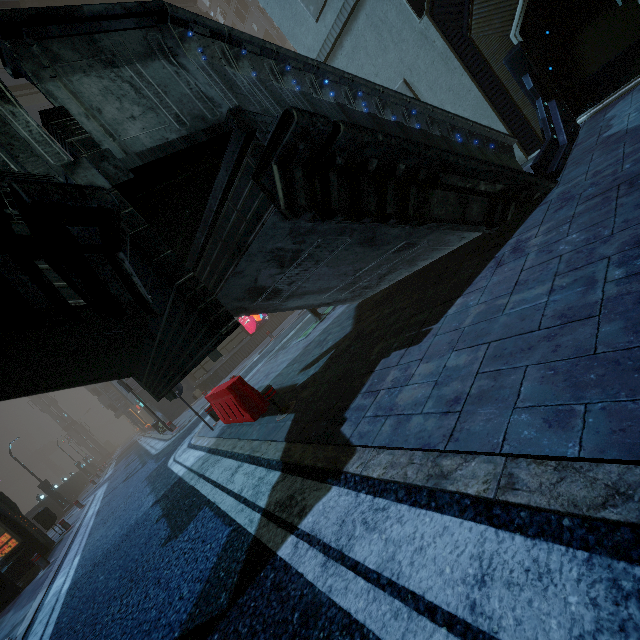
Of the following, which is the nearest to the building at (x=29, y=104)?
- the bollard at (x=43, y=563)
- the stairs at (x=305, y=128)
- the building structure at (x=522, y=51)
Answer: the building structure at (x=522, y=51)

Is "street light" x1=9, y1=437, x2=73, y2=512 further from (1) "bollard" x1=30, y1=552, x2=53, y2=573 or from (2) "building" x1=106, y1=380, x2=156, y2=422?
(1) "bollard" x1=30, y1=552, x2=53, y2=573

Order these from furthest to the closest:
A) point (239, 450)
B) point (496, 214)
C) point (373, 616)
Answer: point (239, 450), point (496, 214), point (373, 616)

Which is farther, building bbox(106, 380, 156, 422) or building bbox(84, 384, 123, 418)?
building bbox(84, 384, 123, 418)

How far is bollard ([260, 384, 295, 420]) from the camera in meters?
5.5 m

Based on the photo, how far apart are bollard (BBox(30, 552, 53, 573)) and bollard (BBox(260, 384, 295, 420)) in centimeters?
1123cm

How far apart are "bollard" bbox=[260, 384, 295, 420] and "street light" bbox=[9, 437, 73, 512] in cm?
2979

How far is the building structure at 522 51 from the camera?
5.6m
